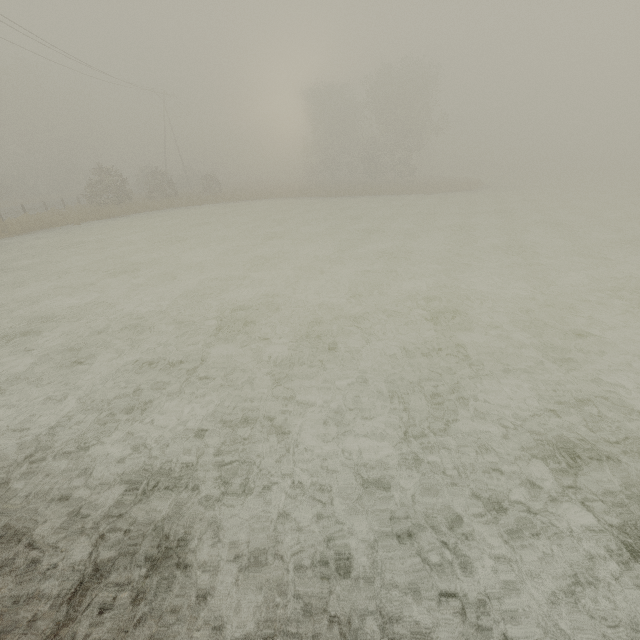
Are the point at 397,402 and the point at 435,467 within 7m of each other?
yes
